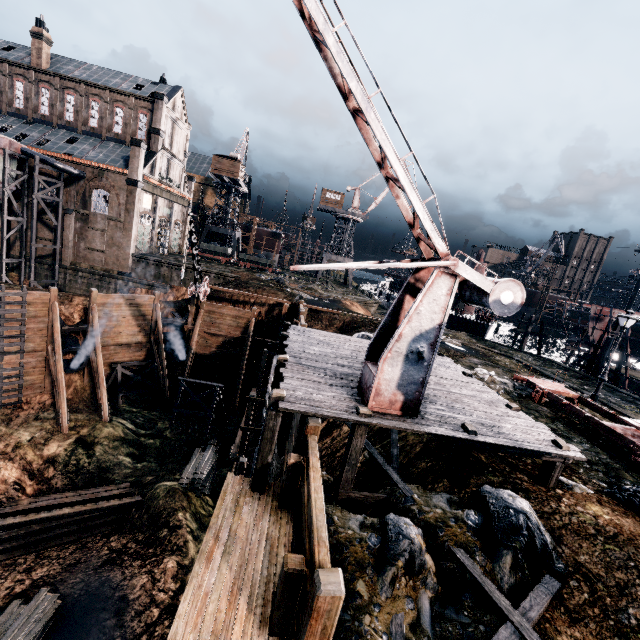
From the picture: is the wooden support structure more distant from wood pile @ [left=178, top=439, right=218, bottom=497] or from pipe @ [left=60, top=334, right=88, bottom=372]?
pipe @ [left=60, top=334, right=88, bottom=372]

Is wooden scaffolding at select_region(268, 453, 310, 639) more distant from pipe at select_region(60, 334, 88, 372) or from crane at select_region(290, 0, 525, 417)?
pipe at select_region(60, 334, 88, 372)

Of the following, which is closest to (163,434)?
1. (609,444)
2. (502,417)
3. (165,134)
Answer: (502,417)

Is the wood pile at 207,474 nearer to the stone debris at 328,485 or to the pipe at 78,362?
the pipe at 78,362

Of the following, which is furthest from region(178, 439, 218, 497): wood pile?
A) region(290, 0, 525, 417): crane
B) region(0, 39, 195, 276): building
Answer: region(0, 39, 195, 276): building

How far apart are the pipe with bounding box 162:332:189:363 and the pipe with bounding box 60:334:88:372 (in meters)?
5.83

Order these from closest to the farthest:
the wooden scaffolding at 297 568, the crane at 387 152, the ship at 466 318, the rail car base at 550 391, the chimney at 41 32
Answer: the wooden scaffolding at 297 568, the crane at 387 152, the rail car base at 550 391, the chimney at 41 32, the ship at 466 318

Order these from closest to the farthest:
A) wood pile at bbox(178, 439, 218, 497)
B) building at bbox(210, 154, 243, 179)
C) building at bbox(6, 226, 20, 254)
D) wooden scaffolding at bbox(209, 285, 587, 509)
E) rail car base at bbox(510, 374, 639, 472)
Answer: wooden scaffolding at bbox(209, 285, 587, 509), rail car base at bbox(510, 374, 639, 472), wood pile at bbox(178, 439, 218, 497), building at bbox(6, 226, 20, 254), building at bbox(210, 154, 243, 179)
